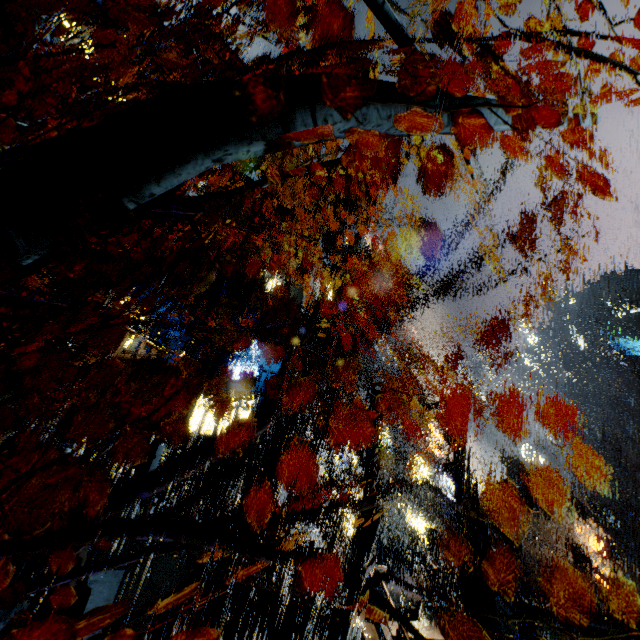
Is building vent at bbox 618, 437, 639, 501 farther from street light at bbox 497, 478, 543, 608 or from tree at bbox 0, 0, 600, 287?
tree at bbox 0, 0, 600, 287

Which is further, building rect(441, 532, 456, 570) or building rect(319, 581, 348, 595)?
building rect(441, 532, 456, 570)

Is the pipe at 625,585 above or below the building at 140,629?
above

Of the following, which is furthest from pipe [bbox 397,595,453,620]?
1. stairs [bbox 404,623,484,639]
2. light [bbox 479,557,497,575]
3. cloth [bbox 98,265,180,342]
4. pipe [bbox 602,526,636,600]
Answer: pipe [bbox 602,526,636,600]

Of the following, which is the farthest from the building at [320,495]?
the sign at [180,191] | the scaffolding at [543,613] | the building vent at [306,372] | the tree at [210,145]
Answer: the tree at [210,145]

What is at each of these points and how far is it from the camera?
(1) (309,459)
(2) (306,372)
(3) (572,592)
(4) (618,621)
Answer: (1) building, 29.0 meters
(2) building vent, 26.2 meters
(3) cloth, 33.5 meters
(4) building vent, 20.8 meters

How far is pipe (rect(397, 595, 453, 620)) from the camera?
11.2 meters

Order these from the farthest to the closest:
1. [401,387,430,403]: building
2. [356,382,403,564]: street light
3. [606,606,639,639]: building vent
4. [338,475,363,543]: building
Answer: [401,387,430,403]: building, [338,475,363,543]: building, [606,606,639,639]: building vent, [356,382,403,564]: street light
